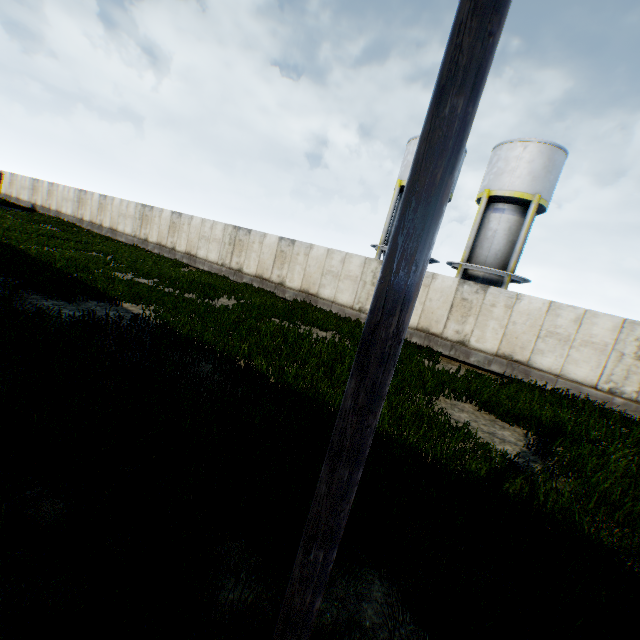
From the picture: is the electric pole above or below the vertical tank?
below

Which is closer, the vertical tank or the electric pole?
the electric pole

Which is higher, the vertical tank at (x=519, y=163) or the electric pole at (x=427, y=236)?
the vertical tank at (x=519, y=163)

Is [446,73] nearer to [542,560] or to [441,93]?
[441,93]

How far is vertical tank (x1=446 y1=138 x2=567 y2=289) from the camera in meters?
18.4

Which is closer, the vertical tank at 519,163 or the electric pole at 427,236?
the electric pole at 427,236
